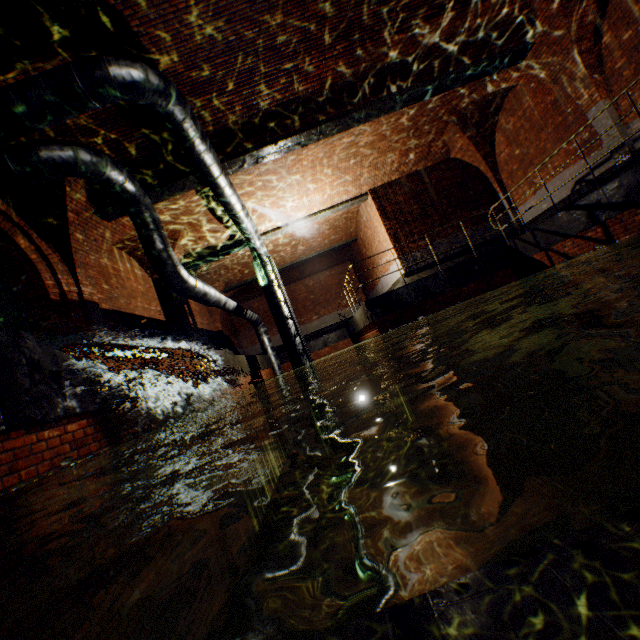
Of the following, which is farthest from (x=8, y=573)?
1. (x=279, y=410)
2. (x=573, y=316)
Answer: (x=279, y=410)

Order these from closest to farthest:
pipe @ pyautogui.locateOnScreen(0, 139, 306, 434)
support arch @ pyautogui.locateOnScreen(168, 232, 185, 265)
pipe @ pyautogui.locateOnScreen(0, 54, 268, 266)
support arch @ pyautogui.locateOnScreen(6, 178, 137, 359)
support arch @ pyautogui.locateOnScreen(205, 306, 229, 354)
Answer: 1. pipe @ pyautogui.locateOnScreen(0, 54, 268, 266)
2. pipe @ pyautogui.locateOnScreen(0, 139, 306, 434)
3. support arch @ pyautogui.locateOnScreen(6, 178, 137, 359)
4. support arch @ pyautogui.locateOnScreen(168, 232, 185, 265)
5. support arch @ pyautogui.locateOnScreen(205, 306, 229, 354)

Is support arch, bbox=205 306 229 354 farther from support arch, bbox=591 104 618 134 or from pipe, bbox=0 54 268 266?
support arch, bbox=591 104 618 134

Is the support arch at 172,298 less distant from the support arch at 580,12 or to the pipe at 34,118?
the pipe at 34,118

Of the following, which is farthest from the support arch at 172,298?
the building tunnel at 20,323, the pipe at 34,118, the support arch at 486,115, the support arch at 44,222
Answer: the support arch at 486,115

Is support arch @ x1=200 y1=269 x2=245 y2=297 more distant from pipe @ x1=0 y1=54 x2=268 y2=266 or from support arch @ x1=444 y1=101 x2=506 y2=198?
support arch @ x1=444 y1=101 x2=506 y2=198

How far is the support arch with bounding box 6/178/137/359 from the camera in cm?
705

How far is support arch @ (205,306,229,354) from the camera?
17.64m
